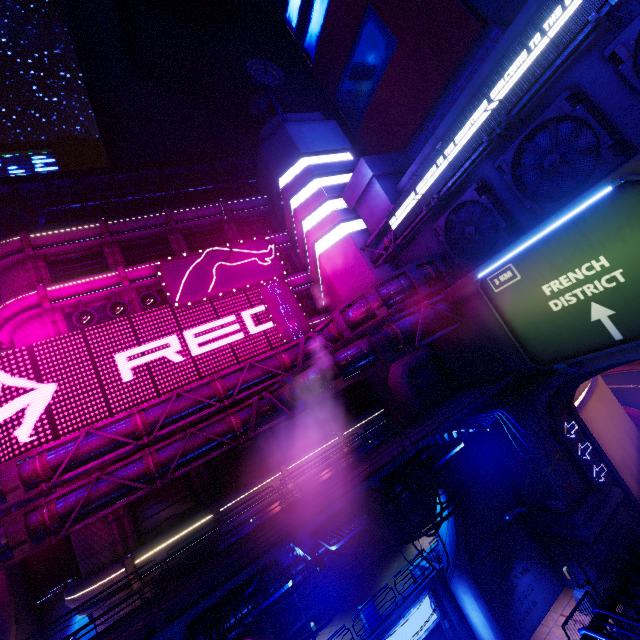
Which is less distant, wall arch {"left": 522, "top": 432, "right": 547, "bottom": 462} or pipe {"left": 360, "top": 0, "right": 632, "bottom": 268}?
pipe {"left": 360, "top": 0, "right": 632, "bottom": 268}

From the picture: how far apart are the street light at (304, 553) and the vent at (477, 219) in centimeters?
1754cm

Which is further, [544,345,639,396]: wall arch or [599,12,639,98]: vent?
[544,345,639,396]: wall arch

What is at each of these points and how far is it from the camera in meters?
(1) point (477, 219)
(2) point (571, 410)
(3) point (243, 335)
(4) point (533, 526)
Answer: (1) vent, 19.1
(2) tunnel, 20.6
(3) sign, 25.1
(4) wall arch, 19.4

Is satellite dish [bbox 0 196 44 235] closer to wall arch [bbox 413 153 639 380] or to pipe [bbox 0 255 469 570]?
pipe [bbox 0 255 469 570]

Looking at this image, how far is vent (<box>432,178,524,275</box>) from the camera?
18.0m

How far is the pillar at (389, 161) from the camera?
24.3m

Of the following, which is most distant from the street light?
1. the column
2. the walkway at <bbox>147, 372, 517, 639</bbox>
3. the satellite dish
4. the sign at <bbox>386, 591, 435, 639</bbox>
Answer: the satellite dish
